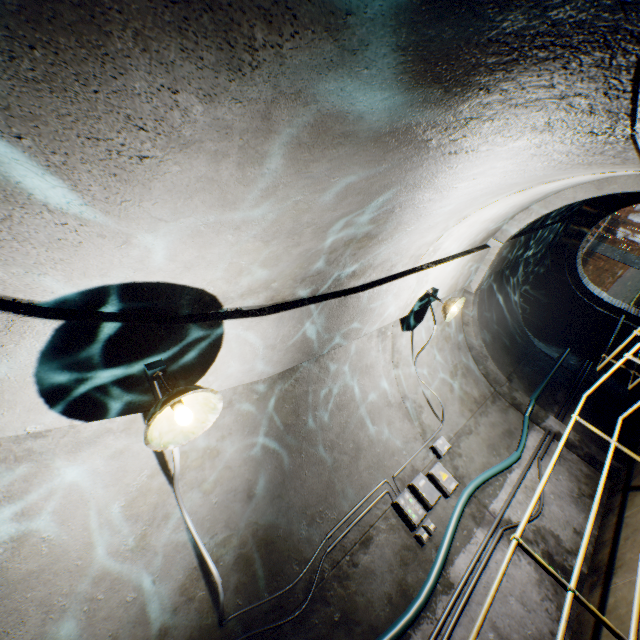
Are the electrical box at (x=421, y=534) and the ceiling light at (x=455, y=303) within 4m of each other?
yes

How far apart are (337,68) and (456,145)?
0.6 meters

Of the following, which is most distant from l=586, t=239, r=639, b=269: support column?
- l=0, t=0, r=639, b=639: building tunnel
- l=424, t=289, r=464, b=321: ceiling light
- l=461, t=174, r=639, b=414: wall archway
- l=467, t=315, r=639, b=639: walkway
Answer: l=424, t=289, r=464, b=321: ceiling light

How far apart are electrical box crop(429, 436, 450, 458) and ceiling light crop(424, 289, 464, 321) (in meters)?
1.93

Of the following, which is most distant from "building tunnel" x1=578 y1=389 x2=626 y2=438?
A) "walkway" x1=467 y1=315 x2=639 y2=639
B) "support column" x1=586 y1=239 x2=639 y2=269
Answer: "support column" x1=586 y1=239 x2=639 y2=269

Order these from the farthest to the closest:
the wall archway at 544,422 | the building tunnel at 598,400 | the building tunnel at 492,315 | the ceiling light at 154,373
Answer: the building tunnel at 492,315 < the building tunnel at 598,400 < the wall archway at 544,422 < the ceiling light at 154,373
